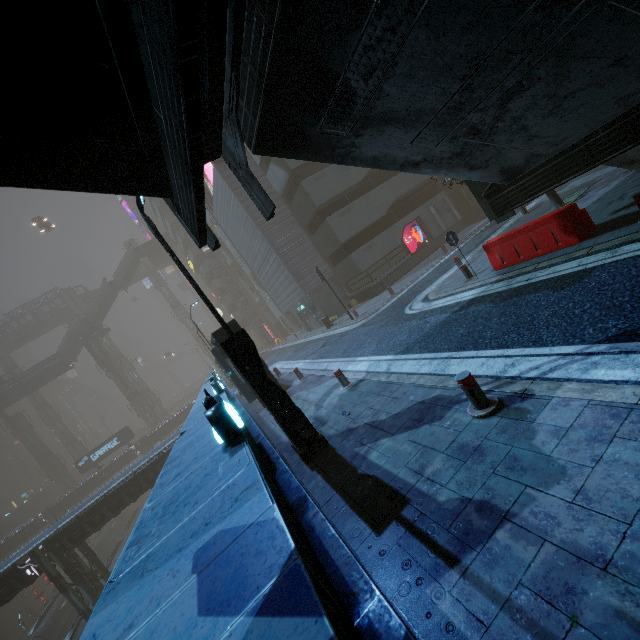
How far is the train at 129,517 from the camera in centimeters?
3434cm

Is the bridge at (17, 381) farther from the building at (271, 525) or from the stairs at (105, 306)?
the building at (271, 525)

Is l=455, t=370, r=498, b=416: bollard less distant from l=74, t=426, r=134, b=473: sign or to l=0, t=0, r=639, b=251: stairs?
l=0, t=0, r=639, b=251: stairs

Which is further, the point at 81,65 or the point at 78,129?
the point at 78,129

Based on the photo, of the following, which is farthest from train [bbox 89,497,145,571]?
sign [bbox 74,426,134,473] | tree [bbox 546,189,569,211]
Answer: tree [bbox 546,189,569,211]

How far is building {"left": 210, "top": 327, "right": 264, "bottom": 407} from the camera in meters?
12.8 m

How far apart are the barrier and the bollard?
5.8 meters

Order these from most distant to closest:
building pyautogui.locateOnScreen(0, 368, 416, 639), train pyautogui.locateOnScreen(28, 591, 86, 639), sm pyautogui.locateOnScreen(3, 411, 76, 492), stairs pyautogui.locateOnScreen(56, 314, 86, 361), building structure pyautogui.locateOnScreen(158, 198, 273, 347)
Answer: sm pyautogui.locateOnScreen(3, 411, 76, 492) < stairs pyautogui.locateOnScreen(56, 314, 86, 361) < building structure pyautogui.locateOnScreen(158, 198, 273, 347) < train pyautogui.locateOnScreen(28, 591, 86, 639) < building pyautogui.locateOnScreen(0, 368, 416, 639)
